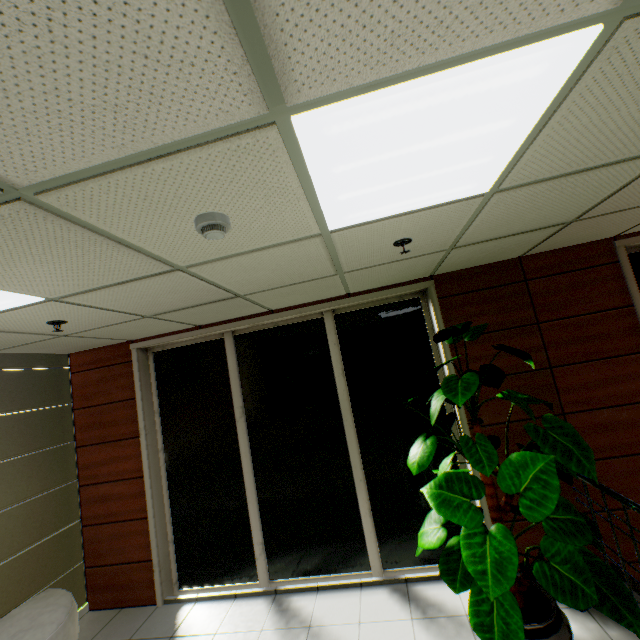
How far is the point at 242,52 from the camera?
0.81m

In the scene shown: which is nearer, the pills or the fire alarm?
the fire alarm

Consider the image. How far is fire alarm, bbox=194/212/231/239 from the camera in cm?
152

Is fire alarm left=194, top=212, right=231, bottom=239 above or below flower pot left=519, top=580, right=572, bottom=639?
above

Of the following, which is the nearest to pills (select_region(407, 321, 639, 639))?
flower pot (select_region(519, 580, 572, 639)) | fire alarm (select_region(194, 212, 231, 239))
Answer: flower pot (select_region(519, 580, 572, 639))

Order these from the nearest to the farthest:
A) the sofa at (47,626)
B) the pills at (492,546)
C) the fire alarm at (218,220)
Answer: the fire alarm at (218,220) → the pills at (492,546) → the sofa at (47,626)

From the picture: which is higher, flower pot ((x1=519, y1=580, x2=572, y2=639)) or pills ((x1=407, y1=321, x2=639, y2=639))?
pills ((x1=407, y1=321, x2=639, y2=639))

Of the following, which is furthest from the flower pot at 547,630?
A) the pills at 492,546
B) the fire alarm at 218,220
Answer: the fire alarm at 218,220
